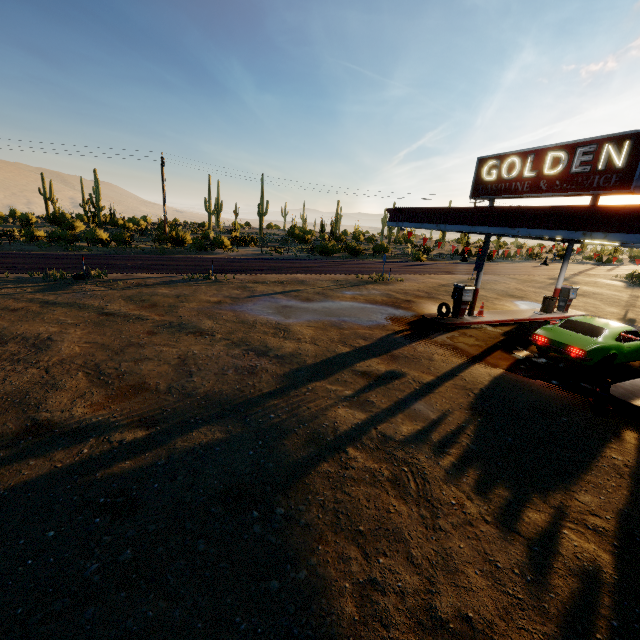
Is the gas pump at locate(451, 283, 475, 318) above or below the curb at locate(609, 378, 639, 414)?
above

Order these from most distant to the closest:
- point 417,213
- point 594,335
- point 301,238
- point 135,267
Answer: point 301,238, point 135,267, point 417,213, point 594,335

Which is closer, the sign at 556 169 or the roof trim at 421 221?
the roof trim at 421 221

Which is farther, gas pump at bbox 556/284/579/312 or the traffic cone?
gas pump at bbox 556/284/579/312

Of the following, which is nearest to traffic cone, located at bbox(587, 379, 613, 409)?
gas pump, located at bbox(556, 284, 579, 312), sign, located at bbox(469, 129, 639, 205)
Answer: sign, located at bbox(469, 129, 639, 205)

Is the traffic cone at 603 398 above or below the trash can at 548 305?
below

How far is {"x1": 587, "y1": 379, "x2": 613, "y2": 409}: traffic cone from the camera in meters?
8.1 m

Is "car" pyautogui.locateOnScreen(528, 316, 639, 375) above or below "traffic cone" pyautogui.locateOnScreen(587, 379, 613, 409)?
above
